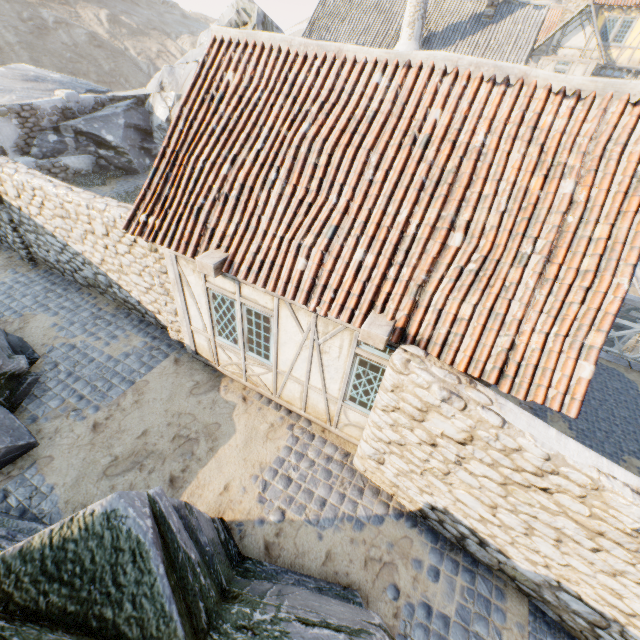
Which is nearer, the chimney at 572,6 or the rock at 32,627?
the rock at 32,627

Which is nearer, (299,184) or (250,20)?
(299,184)

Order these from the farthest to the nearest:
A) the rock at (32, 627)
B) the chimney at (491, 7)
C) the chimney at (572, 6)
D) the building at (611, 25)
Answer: the chimney at (572, 6) < the building at (611, 25) < the chimney at (491, 7) < the rock at (32, 627)

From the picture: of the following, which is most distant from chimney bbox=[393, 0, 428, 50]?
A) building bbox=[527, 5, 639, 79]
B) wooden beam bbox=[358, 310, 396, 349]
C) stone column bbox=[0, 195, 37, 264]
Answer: wooden beam bbox=[358, 310, 396, 349]

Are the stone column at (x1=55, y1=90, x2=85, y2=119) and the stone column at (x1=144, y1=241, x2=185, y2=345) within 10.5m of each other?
no

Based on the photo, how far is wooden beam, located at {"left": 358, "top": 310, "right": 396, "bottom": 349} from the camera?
4.30m

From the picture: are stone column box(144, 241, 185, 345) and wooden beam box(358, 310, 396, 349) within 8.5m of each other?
yes

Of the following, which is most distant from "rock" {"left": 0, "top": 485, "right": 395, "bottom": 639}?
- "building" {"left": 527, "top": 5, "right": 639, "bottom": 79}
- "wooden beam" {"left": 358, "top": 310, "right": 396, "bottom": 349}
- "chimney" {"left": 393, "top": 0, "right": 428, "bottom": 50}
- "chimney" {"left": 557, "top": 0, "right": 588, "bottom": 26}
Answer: "chimney" {"left": 557, "top": 0, "right": 588, "bottom": 26}
